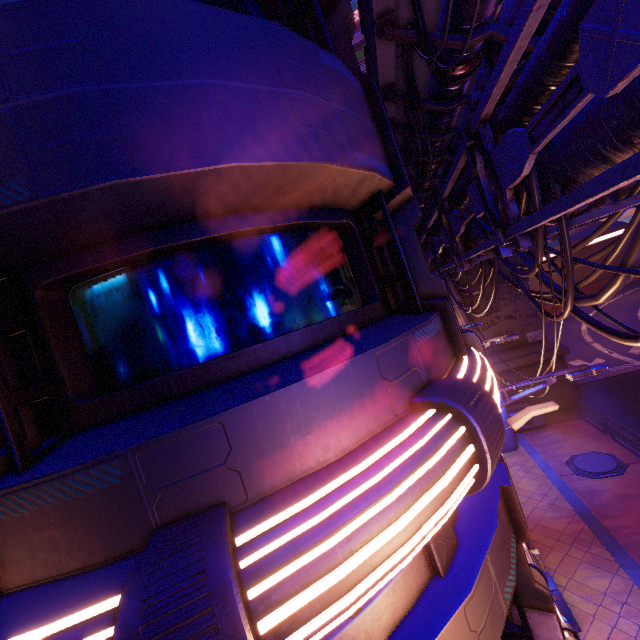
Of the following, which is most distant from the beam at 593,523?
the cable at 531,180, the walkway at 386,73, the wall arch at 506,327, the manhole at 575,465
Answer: the walkway at 386,73

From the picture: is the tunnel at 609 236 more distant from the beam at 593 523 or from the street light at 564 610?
the street light at 564 610

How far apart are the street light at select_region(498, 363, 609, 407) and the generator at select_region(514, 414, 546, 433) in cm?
1452

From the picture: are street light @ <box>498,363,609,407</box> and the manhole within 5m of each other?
no

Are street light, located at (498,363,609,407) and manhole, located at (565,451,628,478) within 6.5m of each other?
no

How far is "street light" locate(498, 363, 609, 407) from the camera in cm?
659

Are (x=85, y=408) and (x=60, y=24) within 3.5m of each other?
yes

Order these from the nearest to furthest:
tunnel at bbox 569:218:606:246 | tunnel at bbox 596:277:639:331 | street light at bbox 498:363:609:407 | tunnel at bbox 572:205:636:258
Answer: street light at bbox 498:363:609:407, tunnel at bbox 572:205:636:258, tunnel at bbox 596:277:639:331, tunnel at bbox 569:218:606:246
